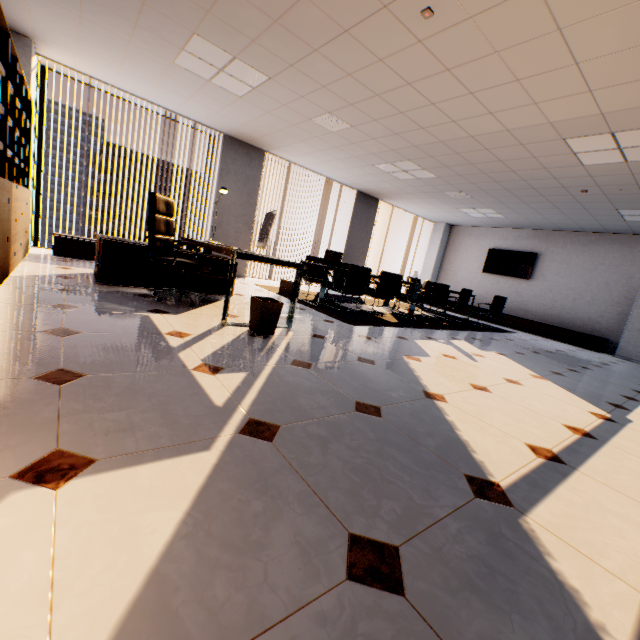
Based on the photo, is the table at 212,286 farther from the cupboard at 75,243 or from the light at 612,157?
the light at 612,157

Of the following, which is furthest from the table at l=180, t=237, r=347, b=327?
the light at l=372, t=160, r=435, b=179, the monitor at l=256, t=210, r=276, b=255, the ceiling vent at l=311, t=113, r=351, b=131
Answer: the light at l=372, t=160, r=435, b=179

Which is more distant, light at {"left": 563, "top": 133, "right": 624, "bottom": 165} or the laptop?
the laptop

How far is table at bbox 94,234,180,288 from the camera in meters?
3.9 m

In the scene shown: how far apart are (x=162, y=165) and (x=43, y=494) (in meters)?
65.33

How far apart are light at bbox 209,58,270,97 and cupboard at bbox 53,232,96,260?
3.0m

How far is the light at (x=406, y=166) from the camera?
6.4m

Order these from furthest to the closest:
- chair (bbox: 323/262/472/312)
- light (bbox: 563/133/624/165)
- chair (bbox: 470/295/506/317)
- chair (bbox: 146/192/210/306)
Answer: chair (bbox: 470/295/506/317), chair (bbox: 323/262/472/312), light (bbox: 563/133/624/165), chair (bbox: 146/192/210/306)
